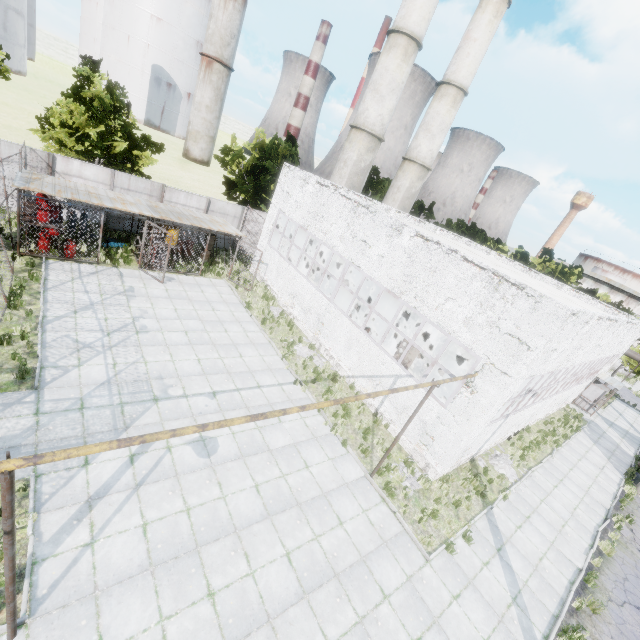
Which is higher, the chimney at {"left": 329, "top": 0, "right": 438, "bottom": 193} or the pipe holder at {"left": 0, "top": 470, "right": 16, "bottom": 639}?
the chimney at {"left": 329, "top": 0, "right": 438, "bottom": 193}

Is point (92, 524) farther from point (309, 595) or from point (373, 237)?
point (373, 237)

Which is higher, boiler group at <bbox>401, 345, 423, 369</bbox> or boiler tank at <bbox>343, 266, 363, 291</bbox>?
boiler group at <bbox>401, 345, 423, 369</bbox>

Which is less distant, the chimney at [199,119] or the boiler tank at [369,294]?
the boiler tank at [369,294]

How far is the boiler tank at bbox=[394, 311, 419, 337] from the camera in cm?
1930

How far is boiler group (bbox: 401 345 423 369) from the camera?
13.41m

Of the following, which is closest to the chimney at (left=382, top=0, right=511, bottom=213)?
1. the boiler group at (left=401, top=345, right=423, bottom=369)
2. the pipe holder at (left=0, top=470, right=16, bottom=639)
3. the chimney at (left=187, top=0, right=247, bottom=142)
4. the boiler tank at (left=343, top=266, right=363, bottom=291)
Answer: the boiler tank at (left=343, top=266, right=363, bottom=291)

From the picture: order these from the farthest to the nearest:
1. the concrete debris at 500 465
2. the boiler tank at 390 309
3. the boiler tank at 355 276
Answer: the boiler tank at 355 276, the boiler tank at 390 309, the concrete debris at 500 465
